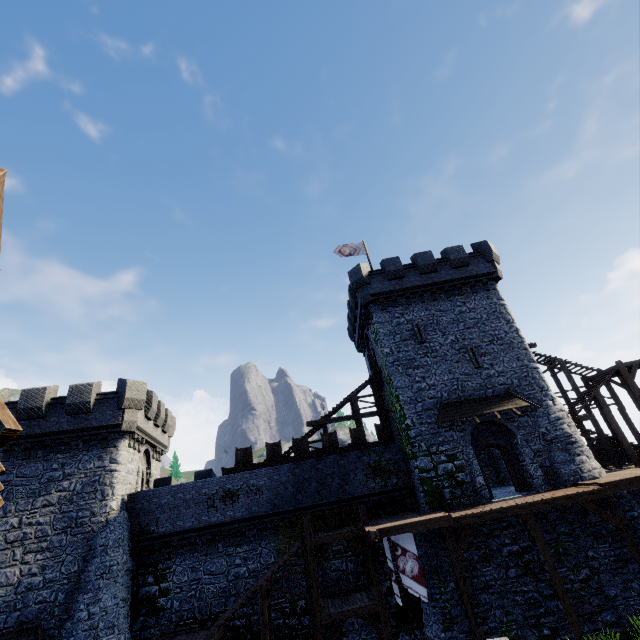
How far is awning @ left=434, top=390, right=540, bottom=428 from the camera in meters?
19.4 m

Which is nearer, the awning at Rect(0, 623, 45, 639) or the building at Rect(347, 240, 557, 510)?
the awning at Rect(0, 623, 45, 639)

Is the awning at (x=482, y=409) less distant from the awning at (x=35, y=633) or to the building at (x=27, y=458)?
the building at (x=27, y=458)

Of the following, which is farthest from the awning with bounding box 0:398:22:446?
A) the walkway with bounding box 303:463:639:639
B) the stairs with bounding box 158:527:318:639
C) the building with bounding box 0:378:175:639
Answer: the building with bounding box 0:378:175:639

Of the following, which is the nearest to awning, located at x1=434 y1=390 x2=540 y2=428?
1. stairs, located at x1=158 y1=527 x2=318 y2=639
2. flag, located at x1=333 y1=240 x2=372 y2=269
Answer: stairs, located at x1=158 y1=527 x2=318 y2=639

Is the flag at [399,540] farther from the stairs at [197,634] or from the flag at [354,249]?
the flag at [354,249]

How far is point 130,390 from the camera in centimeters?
2070cm

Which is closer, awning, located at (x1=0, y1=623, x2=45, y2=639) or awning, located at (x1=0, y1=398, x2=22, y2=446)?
awning, located at (x1=0, y1=398, x2=22, y2=446)
